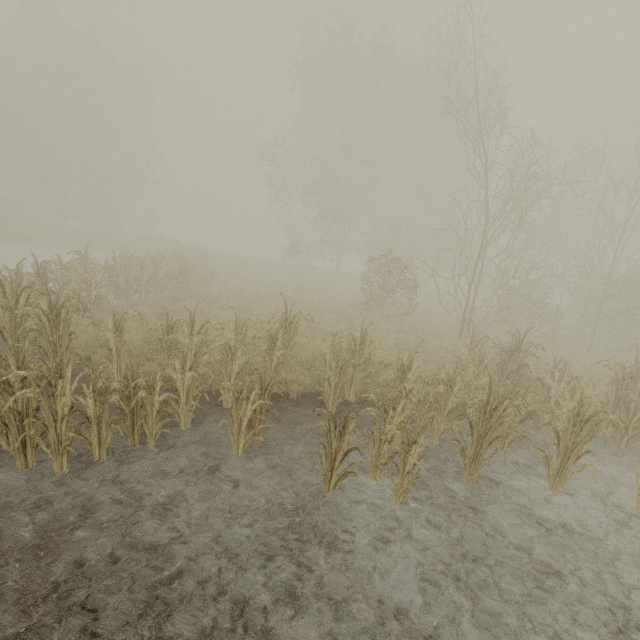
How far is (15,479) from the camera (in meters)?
3.93
